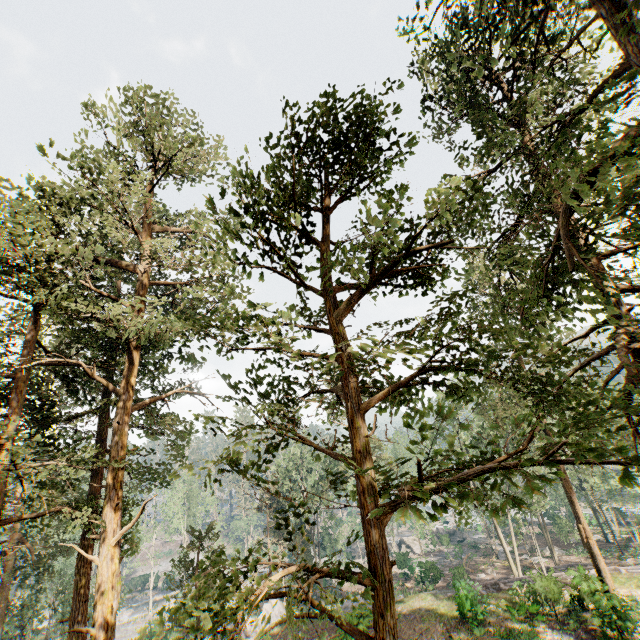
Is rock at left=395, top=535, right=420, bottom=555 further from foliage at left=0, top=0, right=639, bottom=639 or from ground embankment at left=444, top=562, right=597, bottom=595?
ground embankment at left=444, top=562, right=597, bottom=595

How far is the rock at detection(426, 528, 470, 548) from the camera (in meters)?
51.38

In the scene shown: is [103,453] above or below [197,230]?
below

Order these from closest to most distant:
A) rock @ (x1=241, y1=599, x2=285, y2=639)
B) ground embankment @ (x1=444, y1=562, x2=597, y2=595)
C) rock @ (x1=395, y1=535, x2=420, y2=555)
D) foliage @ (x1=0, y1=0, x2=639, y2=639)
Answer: foliage @ (x1=0, y1=0, x2=639, y2=639) → ground embankment @ (x1=444, y1=562, x2=597, y2=595) → rock @ (x1=241, y1=599, x2=285, y2=639) → rock @ (x1=395, y1=535, x2=420, y2=555)

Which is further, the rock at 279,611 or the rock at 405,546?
the rock at 405,546

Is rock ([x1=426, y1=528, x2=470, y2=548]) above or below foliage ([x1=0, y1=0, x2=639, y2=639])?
below

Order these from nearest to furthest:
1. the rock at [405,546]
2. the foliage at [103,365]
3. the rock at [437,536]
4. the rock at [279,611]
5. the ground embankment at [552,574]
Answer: the foliage at [103,365], the ground embankment at [552,574], the rock at [279,611], the rock at [437,536], the rock at [405,546]
